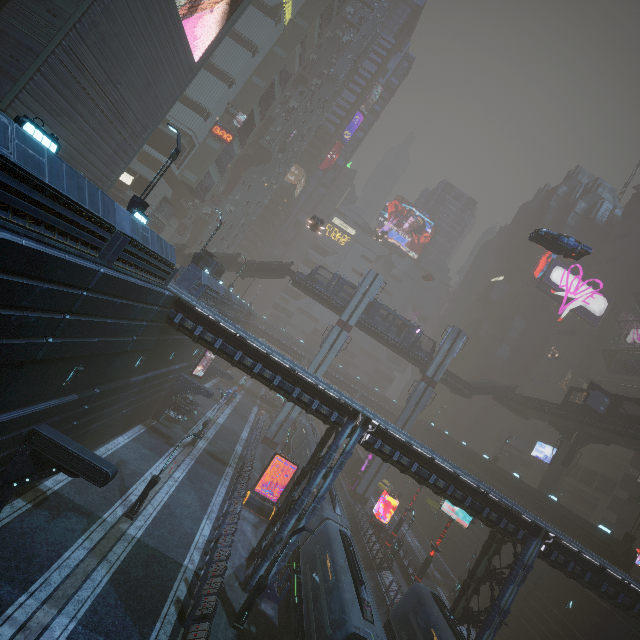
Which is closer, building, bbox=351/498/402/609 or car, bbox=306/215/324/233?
building, bbox=351/498/402/609

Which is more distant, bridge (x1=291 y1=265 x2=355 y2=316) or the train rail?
bridge (x1=291 y1=265 x2=355 y2=316)

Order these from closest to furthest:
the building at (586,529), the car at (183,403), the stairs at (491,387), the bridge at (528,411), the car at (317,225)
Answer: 1. the building at (586,529)
2. the car at (183,403)
3. the bridge at (528,411)
4. the car at (317,225)
5. the stairs at (491,387)

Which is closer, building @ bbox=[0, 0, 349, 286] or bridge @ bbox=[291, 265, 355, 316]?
building @ bbox=[0, 0, 349, 286]

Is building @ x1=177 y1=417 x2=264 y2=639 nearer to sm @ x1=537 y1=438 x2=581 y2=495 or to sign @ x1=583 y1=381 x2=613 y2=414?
sign @ x1=583 y1=381 x2=613 y2=414

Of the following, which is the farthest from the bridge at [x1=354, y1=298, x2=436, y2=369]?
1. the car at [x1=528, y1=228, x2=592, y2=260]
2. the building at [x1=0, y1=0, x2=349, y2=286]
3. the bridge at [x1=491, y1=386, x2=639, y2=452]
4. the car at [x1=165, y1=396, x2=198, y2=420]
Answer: the car at [x1=165, y1=396, x2=198, y2=420]

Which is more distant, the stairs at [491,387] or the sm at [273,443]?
the stairs at [491,387]

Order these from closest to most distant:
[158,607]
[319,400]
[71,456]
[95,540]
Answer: [71,456]
[158,607]
[95,540]
[319,400]
